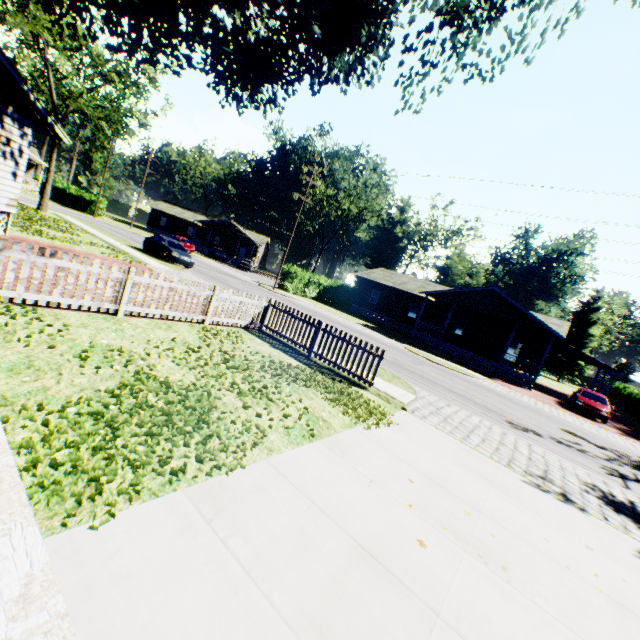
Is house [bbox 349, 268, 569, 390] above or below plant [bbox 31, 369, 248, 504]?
above

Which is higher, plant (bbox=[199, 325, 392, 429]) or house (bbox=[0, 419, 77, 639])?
house (bbox=[0, 419, 77, 639])

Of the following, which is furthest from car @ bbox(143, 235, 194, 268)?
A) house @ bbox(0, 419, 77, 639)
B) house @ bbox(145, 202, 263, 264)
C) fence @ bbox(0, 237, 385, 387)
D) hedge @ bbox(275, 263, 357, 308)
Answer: house @ bbox(145, 202, 263, 264)

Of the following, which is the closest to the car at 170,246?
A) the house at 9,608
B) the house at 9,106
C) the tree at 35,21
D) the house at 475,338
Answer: the house at 9,106

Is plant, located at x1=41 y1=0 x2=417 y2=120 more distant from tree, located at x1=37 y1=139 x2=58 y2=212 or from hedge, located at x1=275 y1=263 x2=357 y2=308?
hedge, located at x1=275 y1=263 x2=357 y2=308

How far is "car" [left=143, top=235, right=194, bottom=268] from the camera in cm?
2200

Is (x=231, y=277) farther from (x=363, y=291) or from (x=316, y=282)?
(x=363, y=291)

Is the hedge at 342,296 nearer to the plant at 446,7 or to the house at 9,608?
the plant at 446,7
